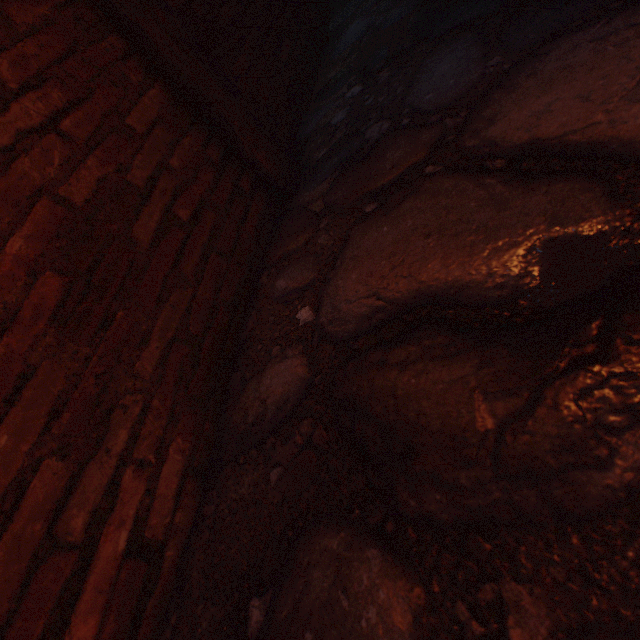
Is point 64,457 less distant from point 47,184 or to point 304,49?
point 47,184
